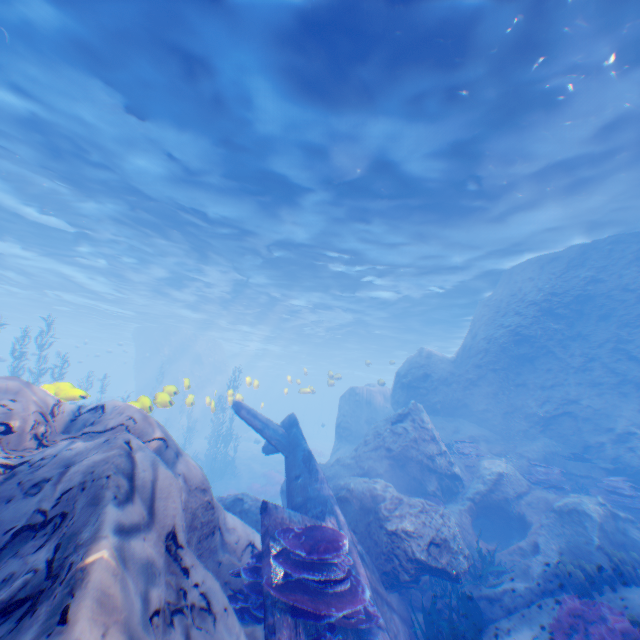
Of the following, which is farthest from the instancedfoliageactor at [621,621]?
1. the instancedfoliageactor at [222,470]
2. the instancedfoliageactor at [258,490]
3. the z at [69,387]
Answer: the instancedfoliageactor at [222,470]

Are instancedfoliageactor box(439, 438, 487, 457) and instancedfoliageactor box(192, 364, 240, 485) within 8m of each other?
no

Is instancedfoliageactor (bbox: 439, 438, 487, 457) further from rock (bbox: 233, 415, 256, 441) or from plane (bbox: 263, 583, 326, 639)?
plane (bbox: 263, 583, 326, 639)

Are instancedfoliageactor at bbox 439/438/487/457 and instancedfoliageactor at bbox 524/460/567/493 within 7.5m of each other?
yes

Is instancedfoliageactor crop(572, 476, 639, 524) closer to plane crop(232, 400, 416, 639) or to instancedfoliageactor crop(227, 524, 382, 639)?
instancedfoliageactor crop(227, 524, 382, 639)

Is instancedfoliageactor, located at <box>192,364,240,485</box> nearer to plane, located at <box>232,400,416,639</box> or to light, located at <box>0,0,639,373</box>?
light, located at <box>0,0,639,373</box>

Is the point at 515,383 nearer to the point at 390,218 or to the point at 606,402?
the point at 606,402

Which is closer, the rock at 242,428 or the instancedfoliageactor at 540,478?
the instancedfoliageactor at 540,478
